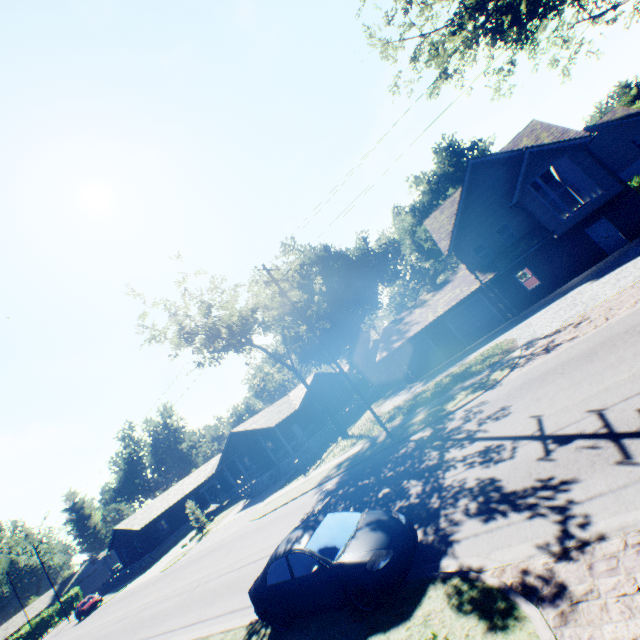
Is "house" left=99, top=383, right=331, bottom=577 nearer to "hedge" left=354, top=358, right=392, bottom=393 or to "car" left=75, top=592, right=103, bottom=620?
"hedge" left=354, top=358, right=392, bottom=393

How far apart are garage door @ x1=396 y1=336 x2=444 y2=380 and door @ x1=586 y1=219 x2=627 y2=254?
12.9m

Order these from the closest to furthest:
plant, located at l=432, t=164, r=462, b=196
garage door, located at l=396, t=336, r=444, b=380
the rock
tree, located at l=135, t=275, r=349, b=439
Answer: tree, located at l=135, t=275, r=349, b=439 < garage door, located at l=396, t=336, r=444, b=380 < the rock < plant, located at l=432, t=164, r=462, b=196

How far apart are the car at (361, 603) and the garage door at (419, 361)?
20.90m

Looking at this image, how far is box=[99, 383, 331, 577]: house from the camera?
33.2 meters

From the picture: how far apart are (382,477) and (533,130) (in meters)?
28.24

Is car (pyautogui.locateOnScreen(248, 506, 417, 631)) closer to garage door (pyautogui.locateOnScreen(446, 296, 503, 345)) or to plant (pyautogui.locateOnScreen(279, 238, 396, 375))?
garage door (pyautogui.locateOnScreen(446, 296, 503, 345))

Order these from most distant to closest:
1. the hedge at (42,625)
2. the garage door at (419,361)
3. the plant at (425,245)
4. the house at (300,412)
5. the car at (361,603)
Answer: the plant at (425,245) → the hedge at (42,625) → the house at (300,412) → the garage door at (419,361) → the car at (361,603)
